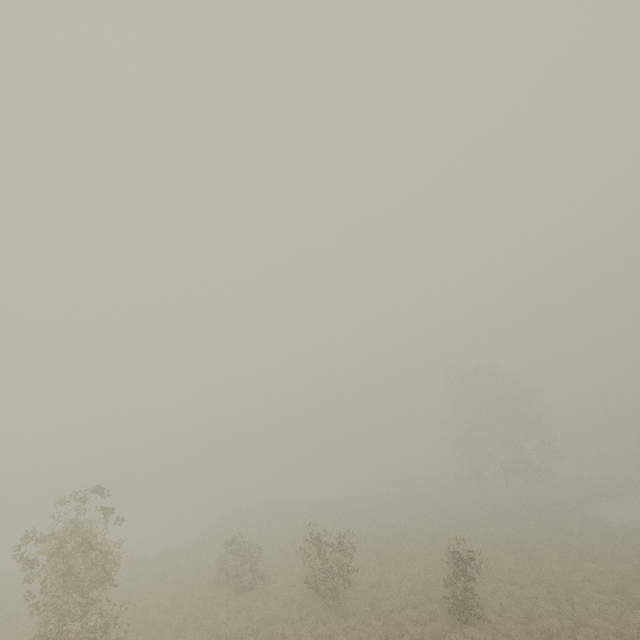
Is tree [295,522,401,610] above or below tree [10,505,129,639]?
below

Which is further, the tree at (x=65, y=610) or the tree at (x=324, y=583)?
the tree at (x=324, y=583)

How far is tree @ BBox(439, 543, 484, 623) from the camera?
14.98m

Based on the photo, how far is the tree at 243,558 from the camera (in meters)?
18.64

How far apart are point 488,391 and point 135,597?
44.3m
